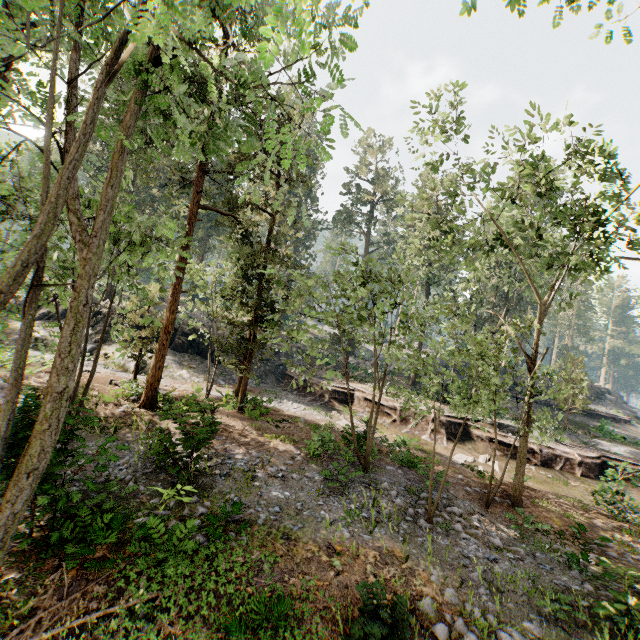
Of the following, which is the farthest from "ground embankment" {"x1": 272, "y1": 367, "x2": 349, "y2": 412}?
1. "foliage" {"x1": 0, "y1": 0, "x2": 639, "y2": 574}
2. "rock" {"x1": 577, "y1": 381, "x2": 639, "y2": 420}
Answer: "rock" {"x1": 577, "y1": 381, "x2": 639, "y2": 420}

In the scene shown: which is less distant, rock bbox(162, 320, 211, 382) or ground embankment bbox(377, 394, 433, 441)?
ground embankment bbox(377, 394, 433, 441)

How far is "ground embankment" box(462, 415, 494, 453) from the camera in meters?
21.7

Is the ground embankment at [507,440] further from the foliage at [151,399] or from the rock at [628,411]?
the rock at [628,411]

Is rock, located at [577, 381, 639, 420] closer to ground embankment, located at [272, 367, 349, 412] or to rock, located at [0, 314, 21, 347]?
ground embankment, located at [272, 367, 349, 412]

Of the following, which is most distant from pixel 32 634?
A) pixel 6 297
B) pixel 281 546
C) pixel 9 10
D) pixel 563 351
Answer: pixel 563 351

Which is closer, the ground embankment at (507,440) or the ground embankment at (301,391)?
the ground embankment at (507,440)

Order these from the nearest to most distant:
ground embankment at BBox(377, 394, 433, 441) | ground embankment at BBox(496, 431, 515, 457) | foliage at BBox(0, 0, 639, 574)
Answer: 1. foliage at BBox(0, 0, 639, 574)
2. ground embankment at BBox(496, 431, 515, 457)
3. ground embankment at BBox(377, 394, 433, 441)
